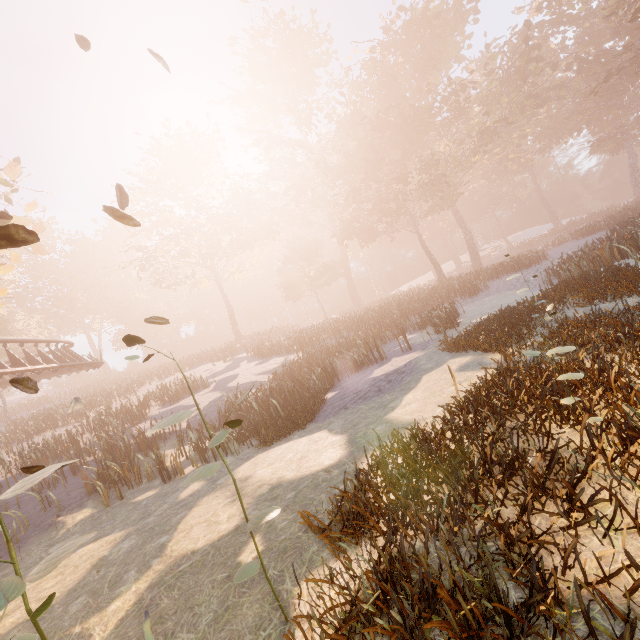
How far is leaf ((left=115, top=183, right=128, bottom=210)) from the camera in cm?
334

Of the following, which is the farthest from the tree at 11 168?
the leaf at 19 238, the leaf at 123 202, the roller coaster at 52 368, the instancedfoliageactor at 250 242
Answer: the instancedfoliageactor at 250 242

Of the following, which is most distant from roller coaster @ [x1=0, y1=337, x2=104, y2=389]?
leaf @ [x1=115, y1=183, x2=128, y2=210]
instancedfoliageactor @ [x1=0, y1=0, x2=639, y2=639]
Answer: instancedfoliageactor @ [x1=0, y1=0, x2=639, y2=639]

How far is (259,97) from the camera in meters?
44.8 m

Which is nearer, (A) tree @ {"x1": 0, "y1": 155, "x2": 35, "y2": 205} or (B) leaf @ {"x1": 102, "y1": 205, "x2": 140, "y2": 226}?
(B) leaf @ {"x1": 102, "y1": 205, "x2": 140, "y2": 226}

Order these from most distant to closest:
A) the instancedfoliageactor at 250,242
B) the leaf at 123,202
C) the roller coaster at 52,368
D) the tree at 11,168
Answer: the roller coaster at 52,368, the tree at 11,168, the leaf at 123,202, the instancedfoliageactor at 250,242

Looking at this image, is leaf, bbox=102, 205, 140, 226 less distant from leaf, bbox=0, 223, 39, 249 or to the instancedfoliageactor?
leaf, bbox=0, 223, 39, 249

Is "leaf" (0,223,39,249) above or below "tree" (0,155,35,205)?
below
